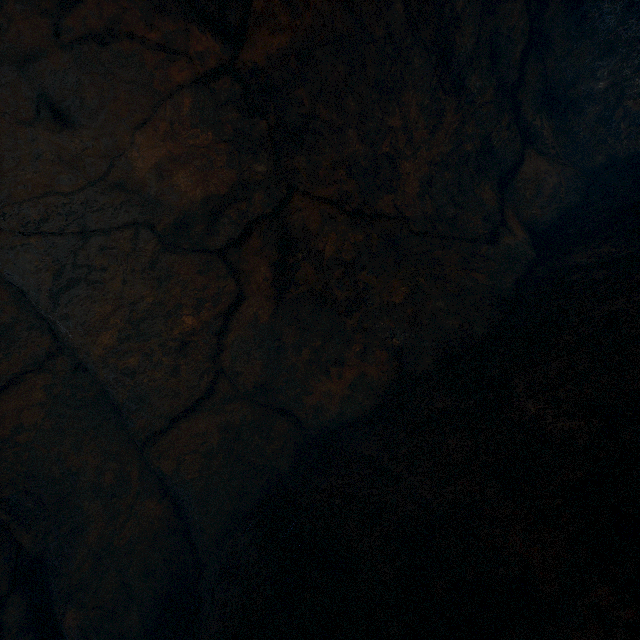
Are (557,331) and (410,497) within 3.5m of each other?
yes
